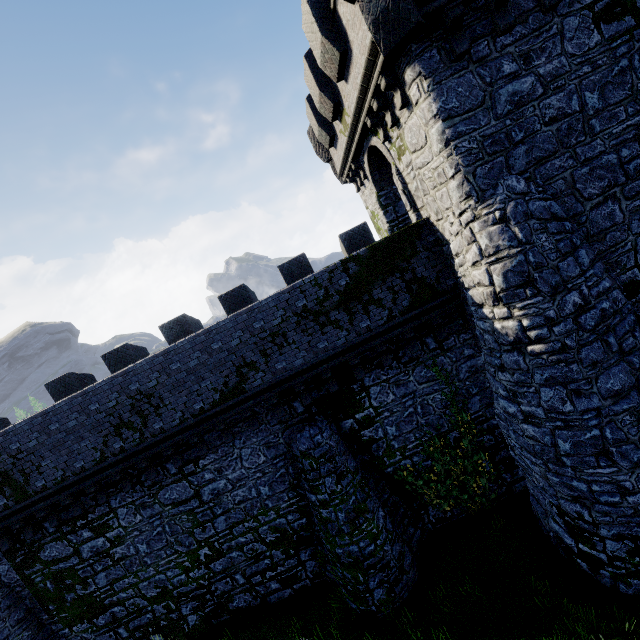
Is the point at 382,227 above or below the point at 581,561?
above

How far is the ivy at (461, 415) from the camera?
11.0 meters

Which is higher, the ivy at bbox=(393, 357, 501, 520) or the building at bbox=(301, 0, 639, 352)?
the building at bbox=(301, 0, 639, 352)

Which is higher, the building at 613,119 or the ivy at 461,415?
the building at 613,119

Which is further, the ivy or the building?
the ivy

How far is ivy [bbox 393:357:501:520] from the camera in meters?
11.0
